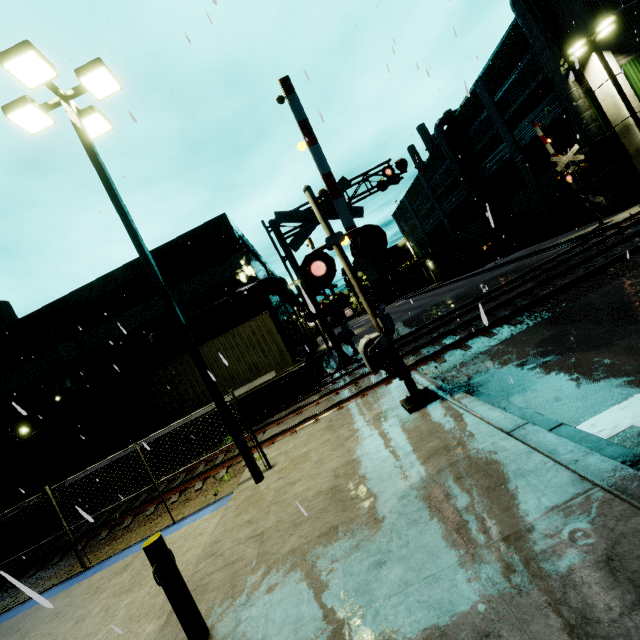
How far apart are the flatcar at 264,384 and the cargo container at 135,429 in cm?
0

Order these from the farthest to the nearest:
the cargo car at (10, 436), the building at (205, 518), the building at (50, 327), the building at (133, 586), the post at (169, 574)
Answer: the building at (50, 327)
the cargo car at (10, 436)
the building at (205, 518)
the building at (133, 586)
the post at (169, 574)

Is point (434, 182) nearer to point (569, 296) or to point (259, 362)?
point (569, 296)

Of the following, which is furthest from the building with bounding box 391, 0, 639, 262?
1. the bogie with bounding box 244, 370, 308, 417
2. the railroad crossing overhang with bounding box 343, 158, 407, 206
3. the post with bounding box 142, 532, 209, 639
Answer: the bogie with bounding box 244, 370, 308, 417

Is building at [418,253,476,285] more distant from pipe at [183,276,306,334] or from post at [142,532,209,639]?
post at [142,532,209,639]

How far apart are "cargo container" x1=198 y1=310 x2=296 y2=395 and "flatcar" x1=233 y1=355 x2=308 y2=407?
0.0m

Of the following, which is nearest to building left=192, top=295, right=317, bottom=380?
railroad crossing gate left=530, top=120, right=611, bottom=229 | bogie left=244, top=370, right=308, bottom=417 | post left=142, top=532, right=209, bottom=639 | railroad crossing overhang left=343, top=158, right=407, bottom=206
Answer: post left=142, top=532, right=209, bottom=639

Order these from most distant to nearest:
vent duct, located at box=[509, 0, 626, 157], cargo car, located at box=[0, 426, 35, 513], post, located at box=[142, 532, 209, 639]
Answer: vent duct, located at box=[509, 0, 626, 157] < cargo car, located at box=[0, 426, 35, 513] < post, located at box=[142, 532, 209, 639]
